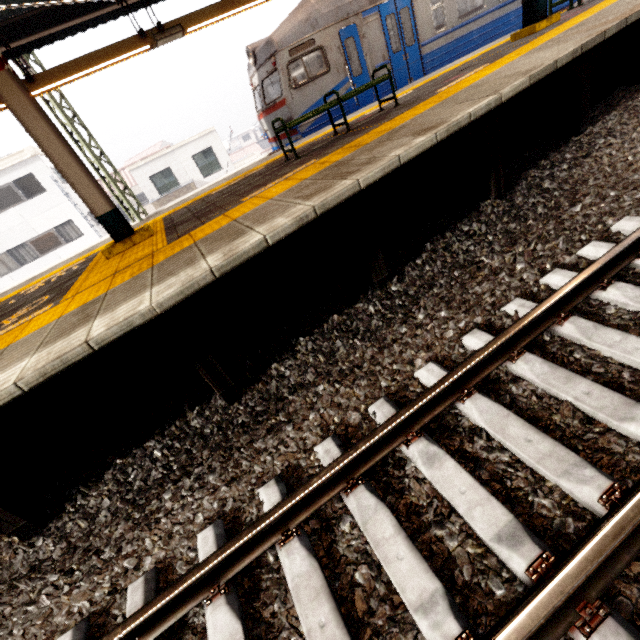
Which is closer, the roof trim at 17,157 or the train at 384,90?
the train at 384,90

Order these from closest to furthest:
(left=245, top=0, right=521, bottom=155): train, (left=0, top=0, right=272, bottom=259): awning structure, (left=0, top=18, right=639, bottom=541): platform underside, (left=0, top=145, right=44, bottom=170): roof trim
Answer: (left=0, top=18, right=639, bottom=541): platform underside
(left=0, top=0, right=272, bottom=259): awning structure
(left=245, top=0, right=521, bottom=155): train
(left=0, top=145, right=44, bottom=170): roof trim

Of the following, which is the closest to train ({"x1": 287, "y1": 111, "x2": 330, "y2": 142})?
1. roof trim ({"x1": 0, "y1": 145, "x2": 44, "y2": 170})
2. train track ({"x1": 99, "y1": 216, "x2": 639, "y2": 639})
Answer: train track ({"x1": 99, "y1": 216, "x2": 639, "y2": 639})

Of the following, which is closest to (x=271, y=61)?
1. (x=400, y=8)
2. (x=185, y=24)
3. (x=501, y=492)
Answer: (x=185, y=24)

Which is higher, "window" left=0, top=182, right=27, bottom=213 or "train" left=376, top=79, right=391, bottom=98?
"window" left=0, top=182, right=27, bottom=213

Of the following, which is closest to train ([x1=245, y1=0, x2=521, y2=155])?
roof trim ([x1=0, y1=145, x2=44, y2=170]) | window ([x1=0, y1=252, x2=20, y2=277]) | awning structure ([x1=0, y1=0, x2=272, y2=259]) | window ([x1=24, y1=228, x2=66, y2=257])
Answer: awning structure ([x1=0, y1=0, x2=272, y2=259])

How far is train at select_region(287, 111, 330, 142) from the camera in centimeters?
940cm

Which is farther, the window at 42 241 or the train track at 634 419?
the window at 42 241
